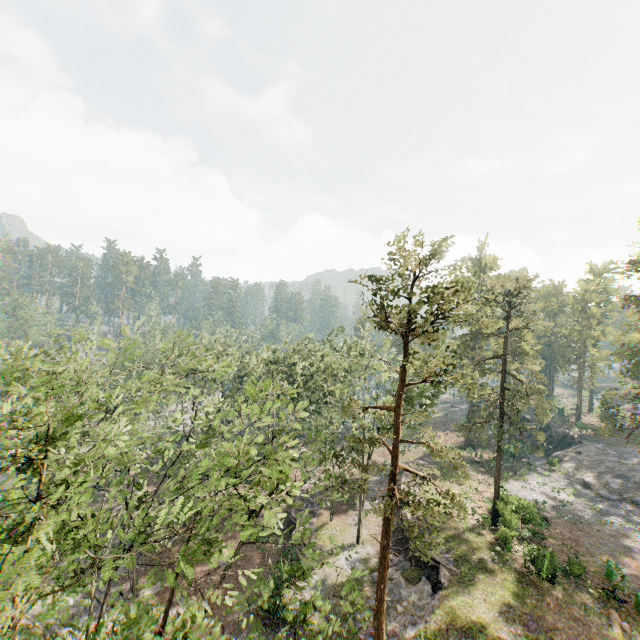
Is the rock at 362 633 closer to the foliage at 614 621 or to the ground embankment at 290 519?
the foliage at 614 621

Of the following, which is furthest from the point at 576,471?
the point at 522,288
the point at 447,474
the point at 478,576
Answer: the point at 522,288

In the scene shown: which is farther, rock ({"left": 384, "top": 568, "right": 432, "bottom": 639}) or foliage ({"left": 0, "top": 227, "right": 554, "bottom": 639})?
rock ({"left": 384, "top": 568, "right": 432, "bottom": 639})

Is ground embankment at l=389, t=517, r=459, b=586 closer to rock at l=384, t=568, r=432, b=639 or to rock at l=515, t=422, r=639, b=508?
rock at l=384, t=568, r=432, b=639

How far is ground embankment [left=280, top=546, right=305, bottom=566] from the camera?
26.4 meters

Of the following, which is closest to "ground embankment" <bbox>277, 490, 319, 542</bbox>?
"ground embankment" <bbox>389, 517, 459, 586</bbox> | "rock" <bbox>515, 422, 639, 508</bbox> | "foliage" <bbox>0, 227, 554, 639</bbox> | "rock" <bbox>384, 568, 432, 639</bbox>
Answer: "foliage" <bbox>0, 227, 554, 639</bbox>

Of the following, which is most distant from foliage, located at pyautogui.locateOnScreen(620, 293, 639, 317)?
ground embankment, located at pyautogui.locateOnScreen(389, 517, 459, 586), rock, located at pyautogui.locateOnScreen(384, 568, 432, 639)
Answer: ground embankment, located at pyautogui.locateOnScreen(389, 517, 459, 586)

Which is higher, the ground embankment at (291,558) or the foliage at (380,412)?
the foliage at (380,412)
